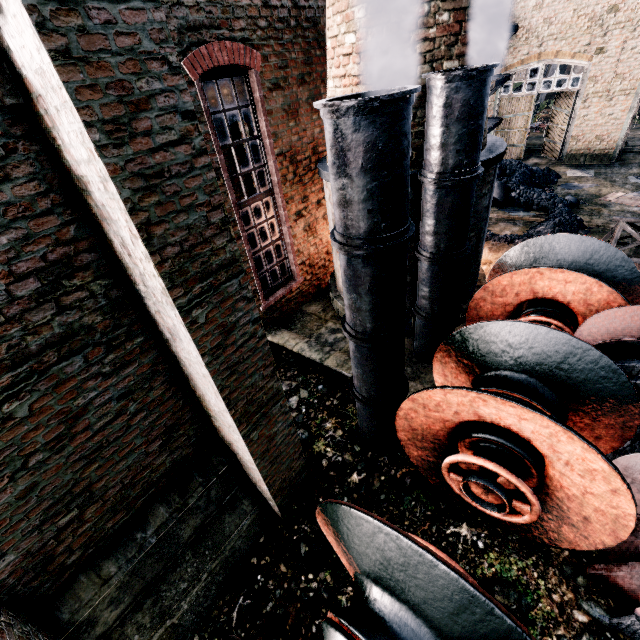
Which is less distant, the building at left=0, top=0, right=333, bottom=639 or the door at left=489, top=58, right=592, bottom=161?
the building at left=0, top=0, right=333, bottom=639

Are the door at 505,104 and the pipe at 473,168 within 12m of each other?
no

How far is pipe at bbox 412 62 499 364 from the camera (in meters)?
4.77

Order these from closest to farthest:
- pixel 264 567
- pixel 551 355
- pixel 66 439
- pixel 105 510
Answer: pixel 66 439
pixel 105 510
pixel 551 355
pixel 264 567

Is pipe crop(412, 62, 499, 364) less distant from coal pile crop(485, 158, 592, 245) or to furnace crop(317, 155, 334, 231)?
furnace crop(317, 155, 334, 231)

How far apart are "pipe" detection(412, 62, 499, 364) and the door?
18.51m

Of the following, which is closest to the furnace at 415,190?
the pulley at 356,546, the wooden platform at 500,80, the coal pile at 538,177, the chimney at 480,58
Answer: the chimney at 480,58

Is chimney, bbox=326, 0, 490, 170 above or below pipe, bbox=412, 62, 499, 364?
above
